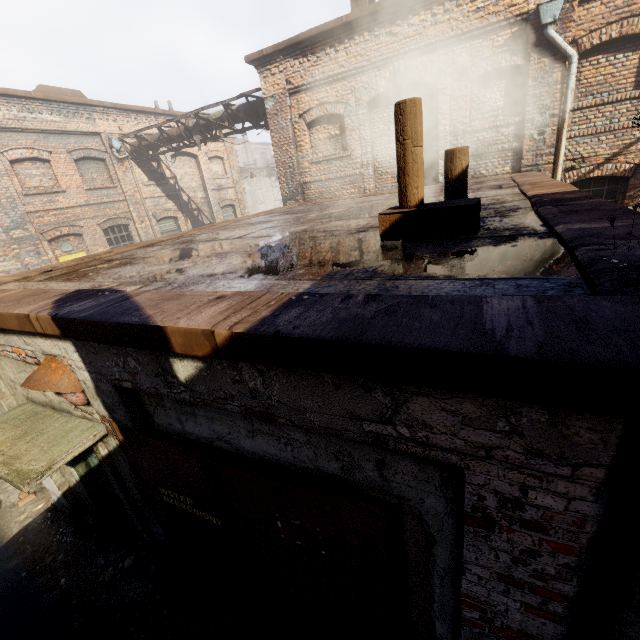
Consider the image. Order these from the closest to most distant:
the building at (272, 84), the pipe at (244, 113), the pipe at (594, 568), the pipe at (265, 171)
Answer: the pipe at (594, 568)
the building at (272, 84)
the pipe at (244, 113)
the pipe at (265, 171)

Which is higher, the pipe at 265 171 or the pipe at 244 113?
the pipe at 244 113

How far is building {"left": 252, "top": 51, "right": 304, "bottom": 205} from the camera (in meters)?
9.58

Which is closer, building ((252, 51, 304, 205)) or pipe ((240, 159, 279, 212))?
building ((252, 51, 304, 205))

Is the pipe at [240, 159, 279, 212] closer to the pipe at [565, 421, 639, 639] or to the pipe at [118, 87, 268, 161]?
the pipe at [118, 87, 268, 161]

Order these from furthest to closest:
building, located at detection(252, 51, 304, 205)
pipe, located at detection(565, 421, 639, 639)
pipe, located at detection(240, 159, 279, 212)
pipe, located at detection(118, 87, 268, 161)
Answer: pipe, located at detection(240, 159, 279, 212) → pipe, located at detection(118, 87, 268, 161) → building, located at detection(252, 51, 304, 205) → pipe, located at detection(565, 421, 639, 639)

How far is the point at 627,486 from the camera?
1.02m

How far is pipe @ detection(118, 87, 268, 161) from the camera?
10.95m
